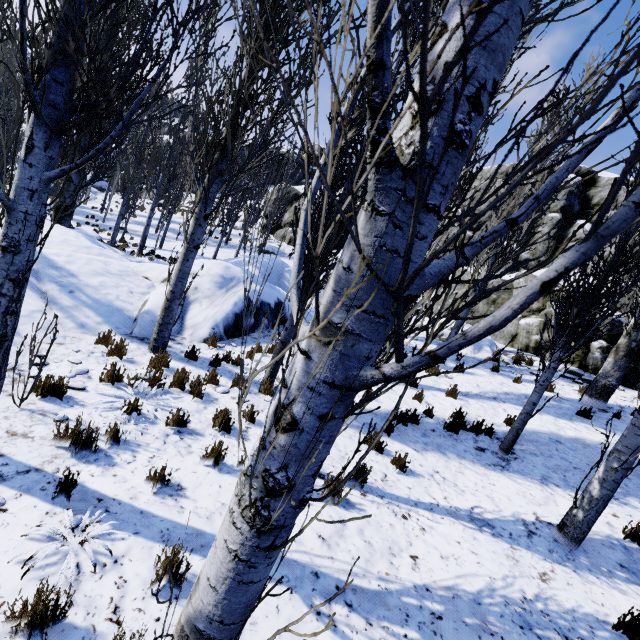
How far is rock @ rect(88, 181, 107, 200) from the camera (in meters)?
36.17

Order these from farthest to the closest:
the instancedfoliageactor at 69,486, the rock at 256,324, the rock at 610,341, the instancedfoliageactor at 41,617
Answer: the rock at 610,341
the rock at 256,324
the instancedfoliageactor at 69,486
the instancedfoliageactor at 41,617

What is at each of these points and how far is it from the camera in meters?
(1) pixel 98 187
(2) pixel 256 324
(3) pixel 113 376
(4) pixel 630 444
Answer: (1) rock, 39.4 m
(2) rock, 10.3 m
(3) instancedfoliageactor, 5.5 m
(4) instancedfoliageactor, 4.3 m

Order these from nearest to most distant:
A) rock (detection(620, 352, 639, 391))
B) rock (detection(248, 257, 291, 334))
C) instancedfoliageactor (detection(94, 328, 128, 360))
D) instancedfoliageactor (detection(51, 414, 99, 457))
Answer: instancedfoliageactor (detection(51, 414, 99, 457)) < instancedfoliageactor (detection(94, 328, 128, 360)) < rock (detection(248, 257, 291, 334)) < rock (detection(620, 352, 639, 391))

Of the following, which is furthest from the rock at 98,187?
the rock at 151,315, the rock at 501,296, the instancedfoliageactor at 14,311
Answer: the rock at 151,315

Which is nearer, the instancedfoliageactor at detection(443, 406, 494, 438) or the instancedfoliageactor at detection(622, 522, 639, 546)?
the instancedfoliageactor at detection(622, 522, 639, 546)

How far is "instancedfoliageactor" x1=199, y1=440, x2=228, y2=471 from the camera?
4.3 meters

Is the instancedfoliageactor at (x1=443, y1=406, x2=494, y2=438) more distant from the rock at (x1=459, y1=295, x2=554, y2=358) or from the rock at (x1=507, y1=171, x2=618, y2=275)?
the rock at (x1=459, y1=295, x2=554, y2=358)
